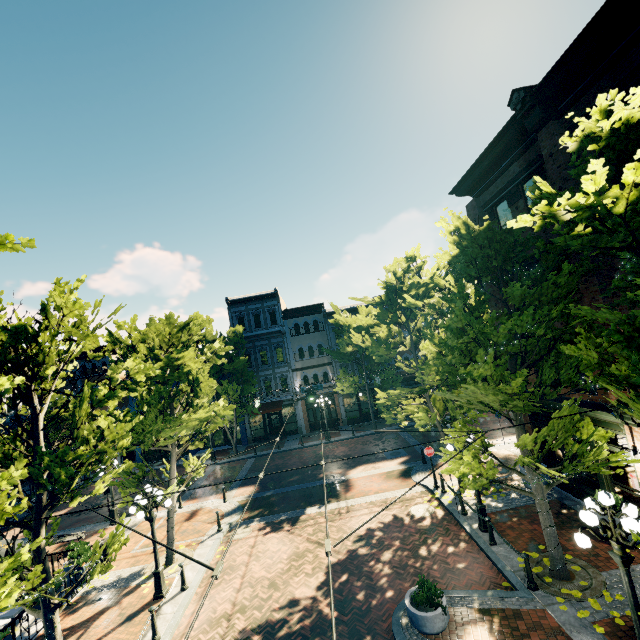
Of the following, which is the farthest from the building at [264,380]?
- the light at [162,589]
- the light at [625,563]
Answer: the light at [625,563]

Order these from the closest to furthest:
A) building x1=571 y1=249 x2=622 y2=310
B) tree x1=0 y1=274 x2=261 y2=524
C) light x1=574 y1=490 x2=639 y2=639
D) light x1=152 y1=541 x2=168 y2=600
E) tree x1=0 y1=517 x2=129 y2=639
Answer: tree x1=0 y1=517 x2=129 y2=639 → light x1=574 y1=490 x2=639 y2=639 → tree x1=0 y1=274 x2=261 y2=524 → building x1=571 y1=249 x2=622 y2=310 → light x1=152 y1=541 x2=168 y2=600

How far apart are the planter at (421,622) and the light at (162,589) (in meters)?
8.16

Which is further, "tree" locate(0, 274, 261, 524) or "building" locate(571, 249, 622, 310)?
"building" locate(571, 249, 622, 310)

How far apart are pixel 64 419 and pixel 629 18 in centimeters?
3679cm

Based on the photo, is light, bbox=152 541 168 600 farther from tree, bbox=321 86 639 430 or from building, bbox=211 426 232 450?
building, bbox=211 426 232 450

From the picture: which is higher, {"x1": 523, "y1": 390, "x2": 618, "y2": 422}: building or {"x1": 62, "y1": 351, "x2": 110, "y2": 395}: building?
{"x1": 62, "y1": 351, "x2": 110, "y2": 395}: building

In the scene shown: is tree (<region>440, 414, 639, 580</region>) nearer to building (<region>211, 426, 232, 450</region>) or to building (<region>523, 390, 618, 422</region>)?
building (<region>211, 426, 232, 450</region>)
